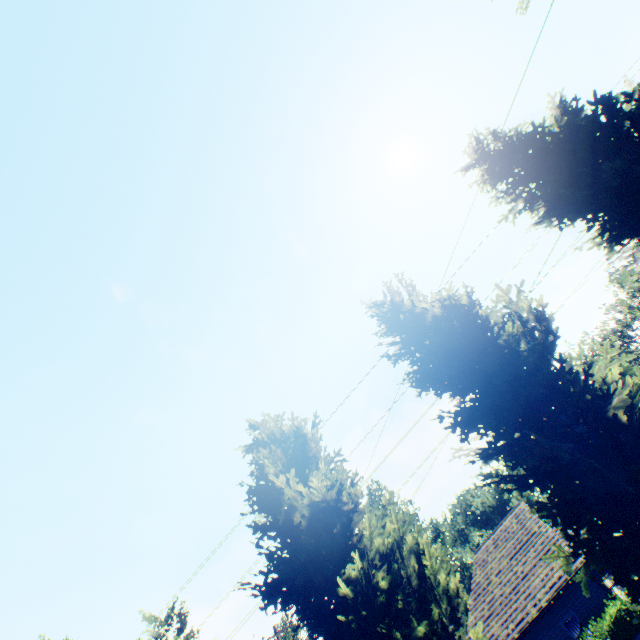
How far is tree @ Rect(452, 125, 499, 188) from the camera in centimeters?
956cm

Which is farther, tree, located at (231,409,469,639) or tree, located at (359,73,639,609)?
tree, located at (231,409,469,639)

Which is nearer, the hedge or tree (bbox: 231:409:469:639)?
tree (bbox: 231:409:469:639)

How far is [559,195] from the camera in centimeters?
832cm

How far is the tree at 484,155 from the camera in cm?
956

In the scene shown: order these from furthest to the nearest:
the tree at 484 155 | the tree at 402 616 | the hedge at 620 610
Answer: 1. the hedge at 620 610
2. the tree at 484 155
3. the tree at 402 616
